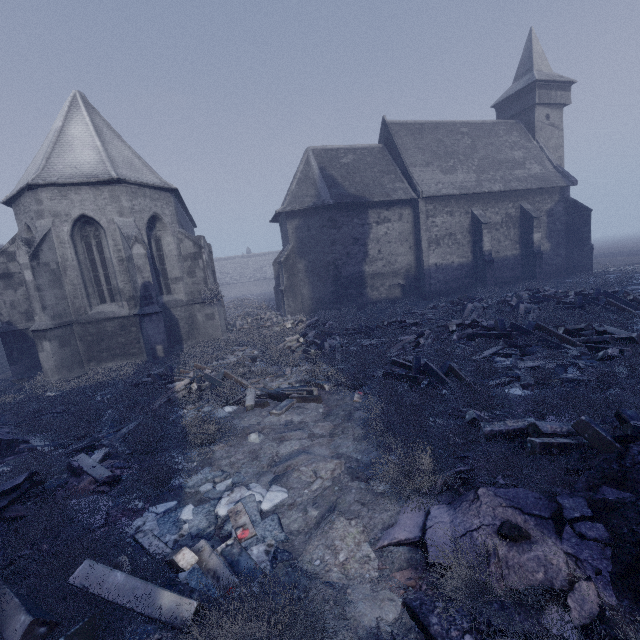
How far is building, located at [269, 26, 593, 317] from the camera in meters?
21.1 m

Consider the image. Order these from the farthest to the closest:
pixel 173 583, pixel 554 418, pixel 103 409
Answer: pixel 103 409
pixel 554 418
pixel 173 583

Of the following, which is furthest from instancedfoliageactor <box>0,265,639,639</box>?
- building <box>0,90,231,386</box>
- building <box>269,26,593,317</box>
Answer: building <box>269,26,593,317</box>

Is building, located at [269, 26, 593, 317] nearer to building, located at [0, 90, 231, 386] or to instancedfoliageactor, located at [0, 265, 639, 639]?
building, located at [0, 90, 231, 386]

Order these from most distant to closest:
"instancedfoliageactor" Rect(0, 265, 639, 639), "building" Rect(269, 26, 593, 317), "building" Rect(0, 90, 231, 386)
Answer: "building" Rect(269, 26, 593, 317)
"building" Rect(0, 90, 231, 386)
"instancedfoliageactor" Rect(0, 265, 639, 639)

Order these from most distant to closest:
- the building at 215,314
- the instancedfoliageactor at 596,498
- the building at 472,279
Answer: the building at 472,279 → the building at 215,314 → the instancedfoliageactor at 596,498

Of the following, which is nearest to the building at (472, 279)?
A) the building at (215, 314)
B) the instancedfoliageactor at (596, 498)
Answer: the building at (215, 314)
